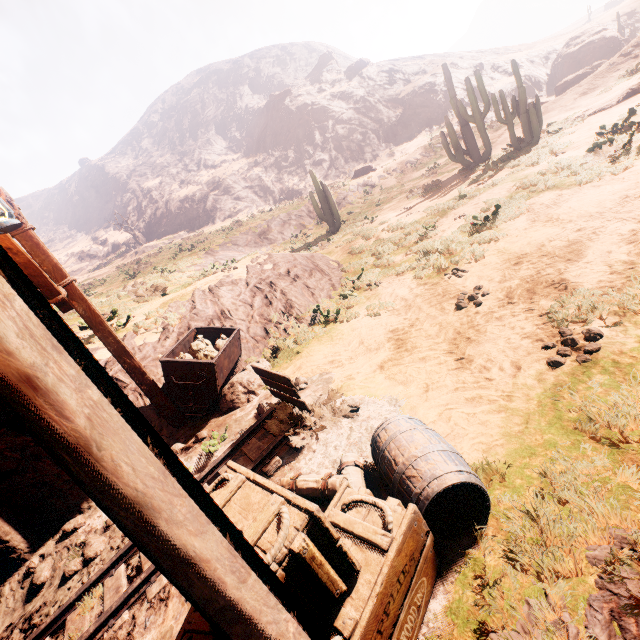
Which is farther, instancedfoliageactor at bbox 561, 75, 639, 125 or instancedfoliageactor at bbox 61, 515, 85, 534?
instancedfoliageactor at bbox 561, 75, 639, 125

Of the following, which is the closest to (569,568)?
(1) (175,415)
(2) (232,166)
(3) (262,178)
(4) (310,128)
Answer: (1) (175,415)

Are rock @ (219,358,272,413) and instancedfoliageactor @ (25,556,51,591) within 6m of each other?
yes

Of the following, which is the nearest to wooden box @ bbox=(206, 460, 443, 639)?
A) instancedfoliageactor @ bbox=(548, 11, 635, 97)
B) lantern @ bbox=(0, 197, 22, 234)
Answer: lantern @ bbox=(0, 197, 22, 234)

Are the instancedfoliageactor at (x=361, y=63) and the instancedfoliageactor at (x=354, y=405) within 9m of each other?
no

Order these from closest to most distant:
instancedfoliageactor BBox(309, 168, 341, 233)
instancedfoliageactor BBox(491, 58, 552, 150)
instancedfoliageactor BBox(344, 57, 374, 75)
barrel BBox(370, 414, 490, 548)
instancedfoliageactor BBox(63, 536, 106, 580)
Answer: barrel BBox(370, 414, 490, 548) < instancedfoliageactor BBox(63, 536, 106, 580) < instancedfoliageactor BBox(491, 58, 552, 150) < instancedfoliageactor BBox(309, 168, 341, 233) < instancedfoliageactor BBox(344, 57, 374, 75)

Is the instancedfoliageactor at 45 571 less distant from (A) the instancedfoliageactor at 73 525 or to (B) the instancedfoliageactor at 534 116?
(A) the instancedfoliageactor at 73 525

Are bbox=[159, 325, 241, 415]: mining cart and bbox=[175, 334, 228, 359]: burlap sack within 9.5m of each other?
yes
